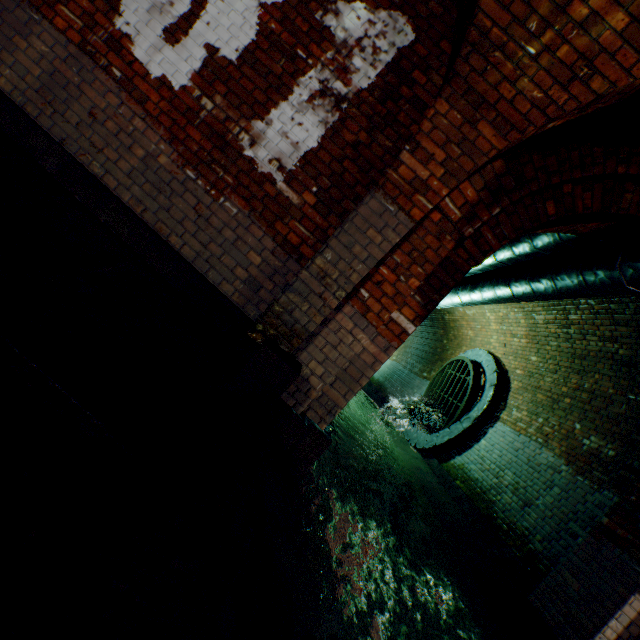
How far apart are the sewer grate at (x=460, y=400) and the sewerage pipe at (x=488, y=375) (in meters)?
0.01

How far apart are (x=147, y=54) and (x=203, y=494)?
3.6m

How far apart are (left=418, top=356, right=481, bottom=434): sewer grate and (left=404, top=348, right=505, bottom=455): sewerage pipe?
0.01m

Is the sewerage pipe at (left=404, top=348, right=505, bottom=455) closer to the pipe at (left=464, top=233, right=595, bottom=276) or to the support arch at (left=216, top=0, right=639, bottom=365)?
the pipe at (left=464, top=233, right=595, bottom=276)

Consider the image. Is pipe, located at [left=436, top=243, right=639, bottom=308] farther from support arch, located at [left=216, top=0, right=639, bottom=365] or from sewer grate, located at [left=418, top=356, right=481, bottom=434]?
sewer grate, located at [left=418, top=356, right=481, bottom=434]

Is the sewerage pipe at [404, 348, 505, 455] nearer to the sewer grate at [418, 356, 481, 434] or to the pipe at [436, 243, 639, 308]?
the sewer grate at [418, 356, 481, 434]

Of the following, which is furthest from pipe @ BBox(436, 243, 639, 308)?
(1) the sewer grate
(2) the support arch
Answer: (1) the sewer grate

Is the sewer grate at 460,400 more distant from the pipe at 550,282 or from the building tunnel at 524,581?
the pipe at 550,282
